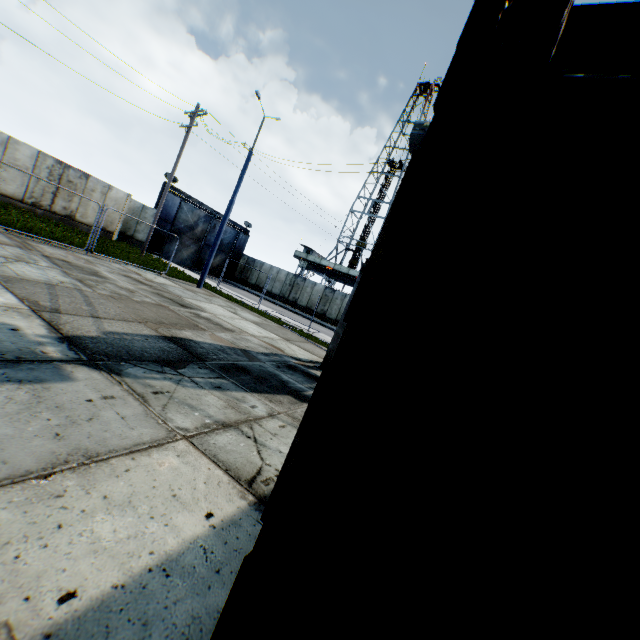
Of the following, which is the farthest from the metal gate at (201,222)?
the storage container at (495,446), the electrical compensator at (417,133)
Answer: the storage container at (495,446)

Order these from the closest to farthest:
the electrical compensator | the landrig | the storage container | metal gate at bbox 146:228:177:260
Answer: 1. the storage container
2. the electrical compensator
3. metal gate at bbox 146:228:177:260
4. the landrig

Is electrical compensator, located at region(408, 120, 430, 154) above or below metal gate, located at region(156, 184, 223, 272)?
above

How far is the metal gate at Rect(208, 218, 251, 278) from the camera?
33.78m

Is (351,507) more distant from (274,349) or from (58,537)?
(274,349)

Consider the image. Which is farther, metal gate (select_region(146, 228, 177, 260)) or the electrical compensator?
metal gate (select_region(146, 228, 177, 260))

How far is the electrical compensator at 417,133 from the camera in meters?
8.3

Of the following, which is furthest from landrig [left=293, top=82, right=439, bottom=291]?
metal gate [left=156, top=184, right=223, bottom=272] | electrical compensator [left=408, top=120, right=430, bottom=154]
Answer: electrical compensator [left=408, top=120, right=430, bottom=154]
